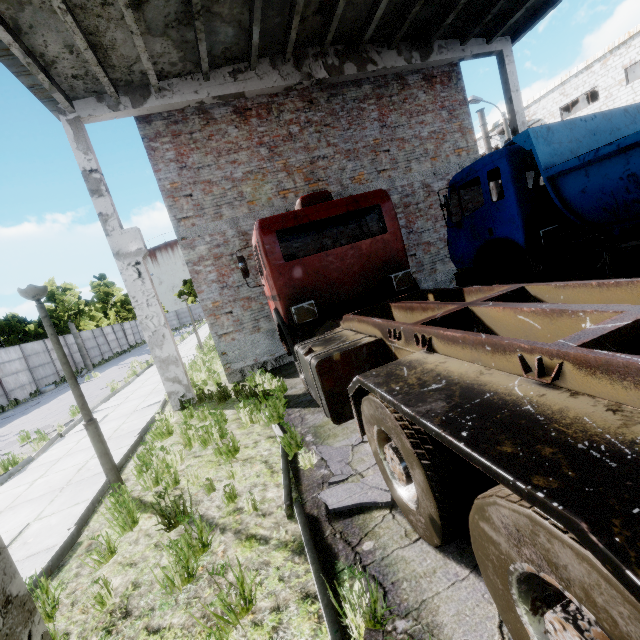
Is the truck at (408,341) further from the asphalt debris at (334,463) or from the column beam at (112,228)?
the column beam at (112,228)

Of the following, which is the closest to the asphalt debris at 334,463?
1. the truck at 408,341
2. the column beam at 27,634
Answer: the truck at 408,341

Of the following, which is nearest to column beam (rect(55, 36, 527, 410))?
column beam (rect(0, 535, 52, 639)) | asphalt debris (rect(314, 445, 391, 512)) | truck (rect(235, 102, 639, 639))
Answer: truck (rect(235, 102, 639, 639))

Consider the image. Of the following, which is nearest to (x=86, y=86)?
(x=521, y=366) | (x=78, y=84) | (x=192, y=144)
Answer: (x=78, y=84)

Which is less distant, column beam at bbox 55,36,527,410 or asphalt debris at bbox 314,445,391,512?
asphalt debris at bbox 314,445,391,512

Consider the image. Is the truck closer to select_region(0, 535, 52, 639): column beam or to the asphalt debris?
the asphalt debris
